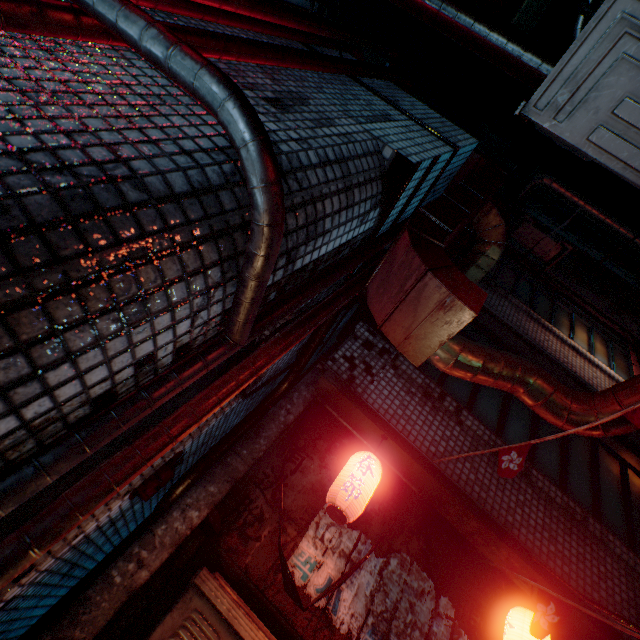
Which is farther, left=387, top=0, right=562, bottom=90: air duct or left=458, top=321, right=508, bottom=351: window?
left=458, top=321, right=508, bottom=351: window

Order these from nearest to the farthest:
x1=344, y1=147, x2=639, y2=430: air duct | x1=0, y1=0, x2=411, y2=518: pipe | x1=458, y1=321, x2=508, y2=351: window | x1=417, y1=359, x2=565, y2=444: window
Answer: x1=0, y1=0, x2=411, y2=518: pipe, x1=344, y1=147, x2=639, y2=430: air duct, x1=417, y1=359, x2=565, y2=444: window, x1=458, y1=321, x2=508, y2=351: window

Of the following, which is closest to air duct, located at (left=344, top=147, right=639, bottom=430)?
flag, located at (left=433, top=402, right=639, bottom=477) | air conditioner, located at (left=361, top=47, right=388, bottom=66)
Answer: flag, located at (left=433, top=402, right=639, bottom=477)

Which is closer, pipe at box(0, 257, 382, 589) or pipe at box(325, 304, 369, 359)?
pipe at box(0, 257, 382, 589)

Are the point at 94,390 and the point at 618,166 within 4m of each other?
yes

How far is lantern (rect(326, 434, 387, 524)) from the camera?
2.1m

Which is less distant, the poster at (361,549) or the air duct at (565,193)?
the poster at (361,549)

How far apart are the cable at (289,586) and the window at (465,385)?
1.2m
